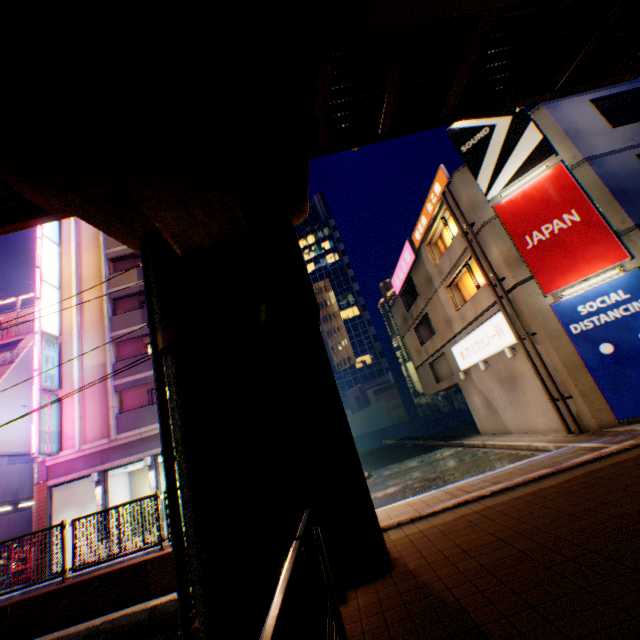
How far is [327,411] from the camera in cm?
570

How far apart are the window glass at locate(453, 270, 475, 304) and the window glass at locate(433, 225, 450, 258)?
1.5 meters

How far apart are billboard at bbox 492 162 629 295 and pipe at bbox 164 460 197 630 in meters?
12.9 m

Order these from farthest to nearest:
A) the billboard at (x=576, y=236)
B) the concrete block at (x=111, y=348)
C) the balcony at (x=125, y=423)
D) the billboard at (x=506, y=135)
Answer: the concrete block at (x=111, y=348), the balcony at (x=125, y=423), the billboard at (x=506, y=135), the billboard at (x=576, y=236)

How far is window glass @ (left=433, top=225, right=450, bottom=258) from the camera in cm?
1809

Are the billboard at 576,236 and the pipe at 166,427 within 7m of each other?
no

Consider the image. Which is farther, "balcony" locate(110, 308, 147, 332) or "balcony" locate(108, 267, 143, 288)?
"balcony" locate(108, 267, 143, 288)

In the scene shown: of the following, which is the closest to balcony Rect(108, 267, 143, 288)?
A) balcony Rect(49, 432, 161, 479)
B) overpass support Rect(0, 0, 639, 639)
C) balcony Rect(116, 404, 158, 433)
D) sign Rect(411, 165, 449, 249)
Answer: balcony Rect(116, 404, 158, 433)
